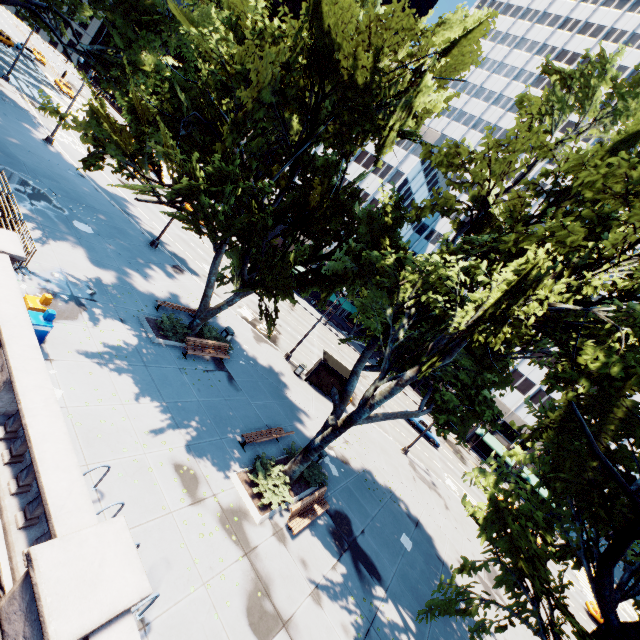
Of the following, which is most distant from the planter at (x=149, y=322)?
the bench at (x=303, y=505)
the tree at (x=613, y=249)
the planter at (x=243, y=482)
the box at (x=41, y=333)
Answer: the bench at (x=303, y=505)

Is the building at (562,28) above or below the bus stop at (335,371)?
above

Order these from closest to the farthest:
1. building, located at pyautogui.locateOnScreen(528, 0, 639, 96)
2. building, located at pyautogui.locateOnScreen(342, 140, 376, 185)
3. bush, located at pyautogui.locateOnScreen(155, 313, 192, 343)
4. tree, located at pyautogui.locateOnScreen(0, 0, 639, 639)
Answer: tree, located at pyautogui.locateOnScreen(0, 0, 639, 639) < bush, located at pyautogui.locateOnScreen(155, 313, 192, 343) < building, located at pyautogui.locateOnScreen(342, 140, 376, 185) < building, located at pyautogui.locateOnScreen(528, 0, 639, 96)

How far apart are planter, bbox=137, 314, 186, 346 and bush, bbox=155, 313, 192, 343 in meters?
0.1 m

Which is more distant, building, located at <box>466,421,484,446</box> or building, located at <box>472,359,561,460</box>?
building, located at <box>466,421,484,446</box>

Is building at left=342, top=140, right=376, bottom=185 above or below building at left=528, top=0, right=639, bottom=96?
below

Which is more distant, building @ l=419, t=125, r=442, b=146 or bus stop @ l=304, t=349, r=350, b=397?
building @ l=419, t=125, r=442, b=146

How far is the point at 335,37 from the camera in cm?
1004
